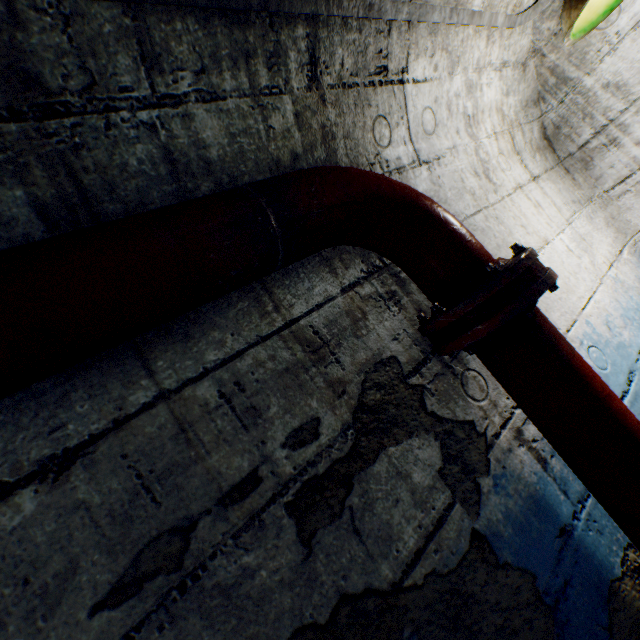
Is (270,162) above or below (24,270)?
above

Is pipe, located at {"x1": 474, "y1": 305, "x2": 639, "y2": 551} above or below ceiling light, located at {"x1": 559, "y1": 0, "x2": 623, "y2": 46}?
below

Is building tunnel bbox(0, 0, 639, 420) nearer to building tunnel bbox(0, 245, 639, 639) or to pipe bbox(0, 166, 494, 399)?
pipe bbox(0, 166, 494, 399)

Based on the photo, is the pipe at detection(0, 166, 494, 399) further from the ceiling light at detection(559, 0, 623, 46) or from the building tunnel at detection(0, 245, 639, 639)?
the building tunnel at detection(0, 245, 639, 639)

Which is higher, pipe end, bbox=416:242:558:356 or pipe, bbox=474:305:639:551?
pipe end, bbox=416:242:558:356

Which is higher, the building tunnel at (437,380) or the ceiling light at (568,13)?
the ceiling light at (568,13)

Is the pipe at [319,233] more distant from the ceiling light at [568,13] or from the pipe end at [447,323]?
the ceiling light at [568,13]

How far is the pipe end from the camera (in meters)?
0.80
